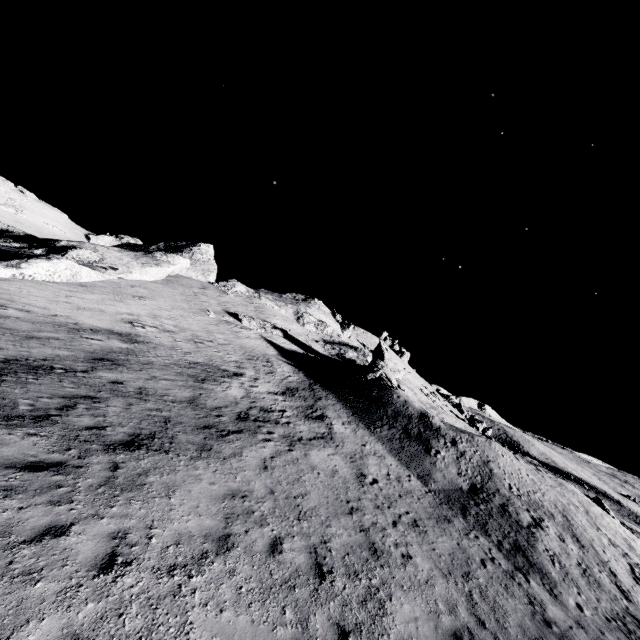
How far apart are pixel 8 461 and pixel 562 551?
18.6m
